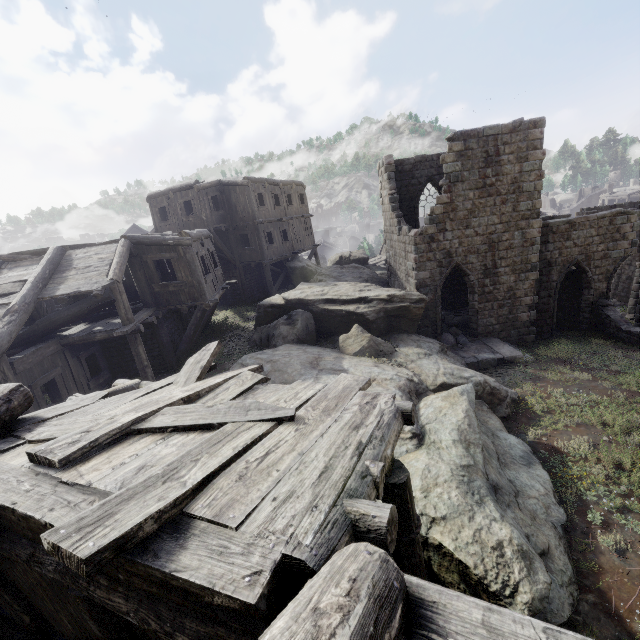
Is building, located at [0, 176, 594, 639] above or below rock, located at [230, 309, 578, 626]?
above

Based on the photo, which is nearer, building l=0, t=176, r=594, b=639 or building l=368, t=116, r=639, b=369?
building l=0, t=176, r=594, b=639

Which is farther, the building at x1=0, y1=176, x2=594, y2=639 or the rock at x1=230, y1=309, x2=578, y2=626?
the rock at x1=230, y1=309, x2=578, y2=626

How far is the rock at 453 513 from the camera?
4.9m

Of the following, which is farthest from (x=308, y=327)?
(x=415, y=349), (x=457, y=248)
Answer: (x=457, y=248)

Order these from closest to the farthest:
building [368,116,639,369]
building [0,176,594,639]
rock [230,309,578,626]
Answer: building [0,176,594,639]
rock [230,309,578,626]
building [368,116,639,369]

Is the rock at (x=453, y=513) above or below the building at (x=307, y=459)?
below

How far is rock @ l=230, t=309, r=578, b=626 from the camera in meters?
4.9
